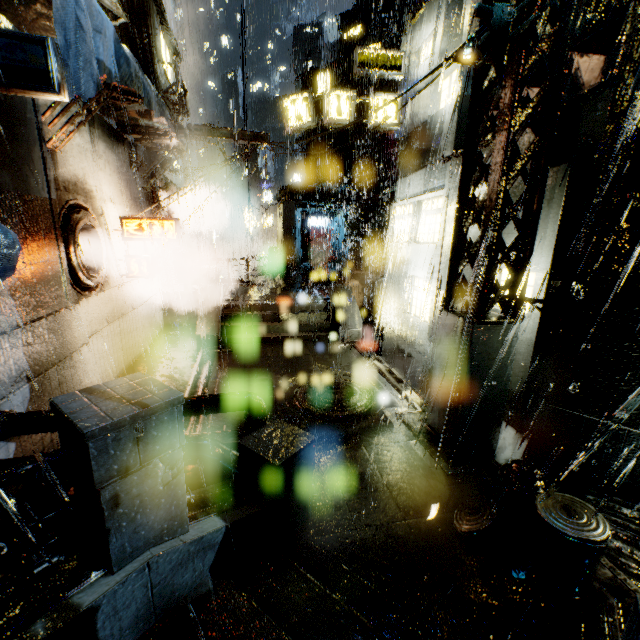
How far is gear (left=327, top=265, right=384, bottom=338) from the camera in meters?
20.1 m

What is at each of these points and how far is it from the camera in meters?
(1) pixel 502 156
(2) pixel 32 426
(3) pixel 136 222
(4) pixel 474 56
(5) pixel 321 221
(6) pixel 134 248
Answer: (1) support beam, 5.7 m
(2) pipe, 5.6 m
(3) sign, 11.3 m
(4) lamp, 5.4 m
(5) sign, 34.4 m
(6) building, 13.5 m

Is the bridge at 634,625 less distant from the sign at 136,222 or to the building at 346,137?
the building at 346,137

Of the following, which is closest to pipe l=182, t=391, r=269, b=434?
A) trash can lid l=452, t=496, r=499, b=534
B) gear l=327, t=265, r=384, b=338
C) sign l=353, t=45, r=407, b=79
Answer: trash can lid l=452, t=496, r=499, b=534

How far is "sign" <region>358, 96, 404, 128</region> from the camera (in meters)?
14.43

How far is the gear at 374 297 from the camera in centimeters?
2007cm

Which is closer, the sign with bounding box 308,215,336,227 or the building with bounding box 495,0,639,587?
the building with bounding box 495,0,639,587

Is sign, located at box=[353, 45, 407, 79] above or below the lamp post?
above
